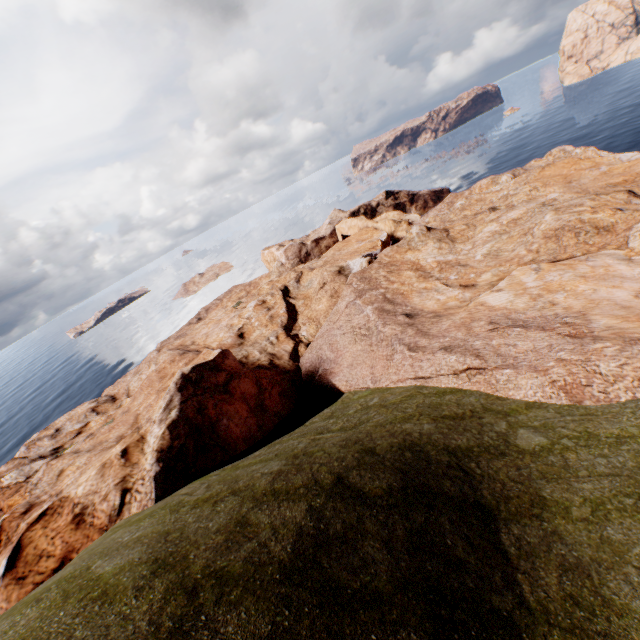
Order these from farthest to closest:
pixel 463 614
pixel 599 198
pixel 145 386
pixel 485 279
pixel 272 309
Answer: pixel 272 309, pixel 145 386, pixel 485 279, pixel 599 198, pixel 463 614
